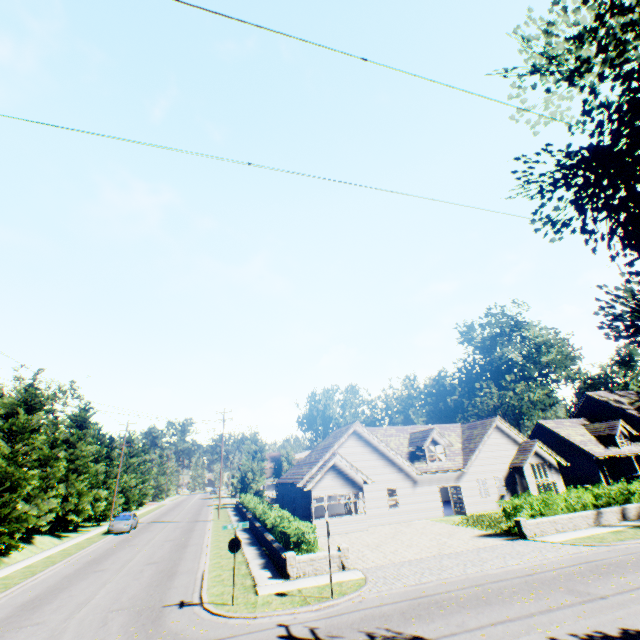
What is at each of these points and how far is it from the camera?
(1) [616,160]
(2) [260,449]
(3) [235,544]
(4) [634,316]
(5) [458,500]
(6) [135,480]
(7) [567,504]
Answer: (1) tree, 6.0 meters
(2) plant, 56.2 meters
(3) sign, 12.1 meters
(4) tree, 7.9 meters
(5) door, 26.8 meters
(6) tree, 54.7 meters
(7) hedge, 19.6 meters

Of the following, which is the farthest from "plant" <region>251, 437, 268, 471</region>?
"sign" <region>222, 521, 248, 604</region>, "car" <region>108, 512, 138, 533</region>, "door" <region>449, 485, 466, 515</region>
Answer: "sign" <region>222, 521, 248, 604</region>

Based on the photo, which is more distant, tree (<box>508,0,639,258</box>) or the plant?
the plant

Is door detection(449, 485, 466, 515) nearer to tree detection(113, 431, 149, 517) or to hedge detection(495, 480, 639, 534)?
hedge detection(495, 480, 639, 534)

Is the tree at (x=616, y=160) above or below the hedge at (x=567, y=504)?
above

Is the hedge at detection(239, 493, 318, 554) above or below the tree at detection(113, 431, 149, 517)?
below

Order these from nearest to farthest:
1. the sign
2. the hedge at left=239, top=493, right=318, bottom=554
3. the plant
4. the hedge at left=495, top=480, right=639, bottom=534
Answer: the sign, the hedge at left=239, top=493, right=318, bottom=554, the hedge at left=495, top=480, right=639, bottom=534, the plant

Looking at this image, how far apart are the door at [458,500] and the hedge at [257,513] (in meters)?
14.36
